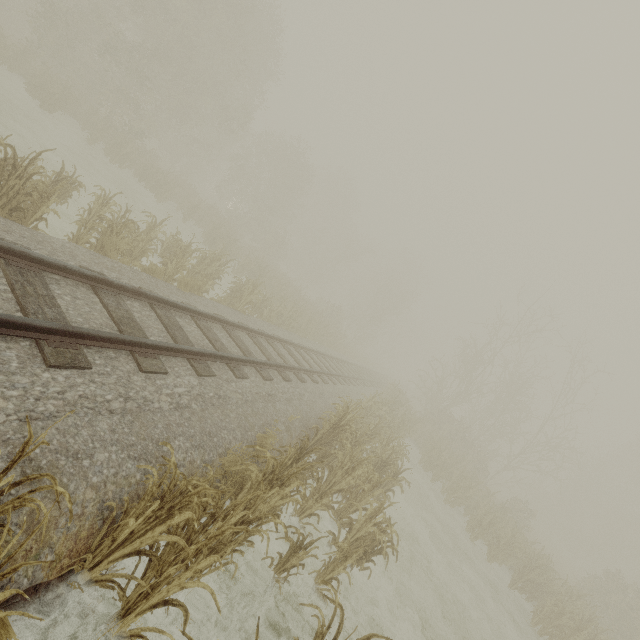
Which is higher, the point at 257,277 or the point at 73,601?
the point at 257,277

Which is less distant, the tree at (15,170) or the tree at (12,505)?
the tree at (12,505)

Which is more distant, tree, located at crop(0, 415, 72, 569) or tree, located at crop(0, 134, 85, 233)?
tree, located at crop(0, 134, 85, 233)
